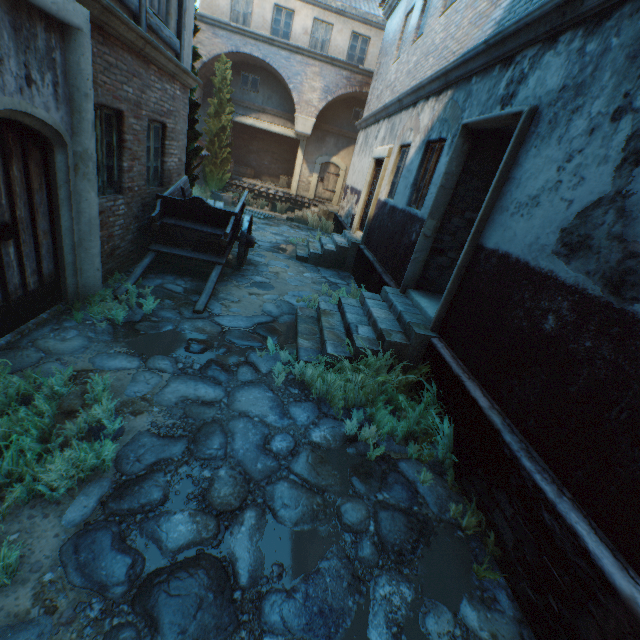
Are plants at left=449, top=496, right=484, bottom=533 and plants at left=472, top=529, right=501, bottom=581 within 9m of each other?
yes

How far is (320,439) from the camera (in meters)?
3.72

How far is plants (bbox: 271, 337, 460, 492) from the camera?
3.8m

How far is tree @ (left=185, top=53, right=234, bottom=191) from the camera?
9.06m

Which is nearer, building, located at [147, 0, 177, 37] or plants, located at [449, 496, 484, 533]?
plants, located at [449, 496, 484, 533]

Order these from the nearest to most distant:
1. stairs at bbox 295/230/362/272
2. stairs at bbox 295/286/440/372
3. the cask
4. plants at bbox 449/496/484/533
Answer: plants at bbox 449/496/484/533 < stairs at bbox 295/286/440/372 < stairs at bbox 295/230/362/272 < the cask

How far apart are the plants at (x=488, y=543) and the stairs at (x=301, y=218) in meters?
15.6

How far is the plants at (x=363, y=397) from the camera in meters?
3.8 m
